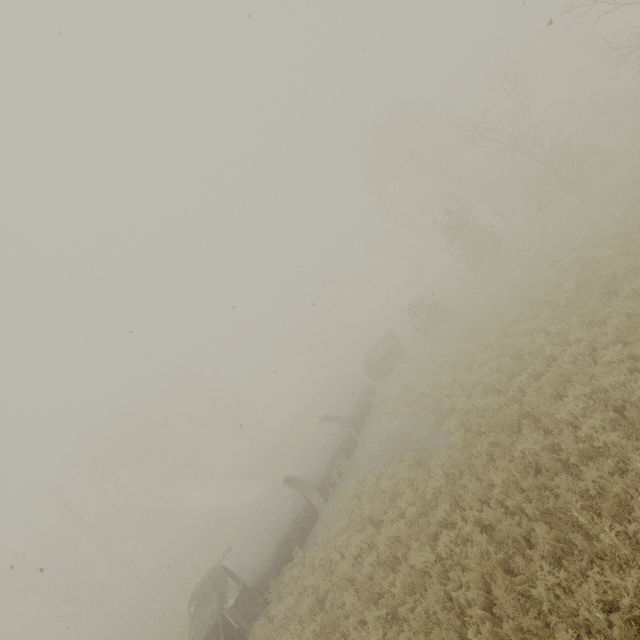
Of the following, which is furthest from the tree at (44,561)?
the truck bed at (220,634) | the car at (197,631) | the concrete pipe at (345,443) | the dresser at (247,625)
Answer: the dresser at (247,625)

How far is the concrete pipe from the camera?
11.9m

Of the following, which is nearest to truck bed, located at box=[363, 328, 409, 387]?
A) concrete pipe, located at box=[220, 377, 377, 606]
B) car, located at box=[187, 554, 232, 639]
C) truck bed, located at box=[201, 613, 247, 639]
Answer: concrete pipe, located at box=[220, 377, 377, 606]

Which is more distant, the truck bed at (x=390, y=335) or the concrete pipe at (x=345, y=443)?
the truck bed at (x=390, y=335)

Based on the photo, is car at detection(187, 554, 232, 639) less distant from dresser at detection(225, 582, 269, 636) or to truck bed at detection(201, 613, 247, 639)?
truck bed at detection(201, 613, 247, 639)

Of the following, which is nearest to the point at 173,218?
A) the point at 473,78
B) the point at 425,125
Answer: the point at 425,125

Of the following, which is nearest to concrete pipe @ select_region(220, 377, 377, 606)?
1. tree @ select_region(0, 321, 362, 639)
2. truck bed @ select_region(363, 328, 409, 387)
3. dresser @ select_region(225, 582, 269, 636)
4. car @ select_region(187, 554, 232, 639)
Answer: dresser @ select_region(225, 582, 269, 636)

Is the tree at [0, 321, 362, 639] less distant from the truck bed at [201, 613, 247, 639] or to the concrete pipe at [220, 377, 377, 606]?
the concrete pipe at [220, 377, 377, 606]
